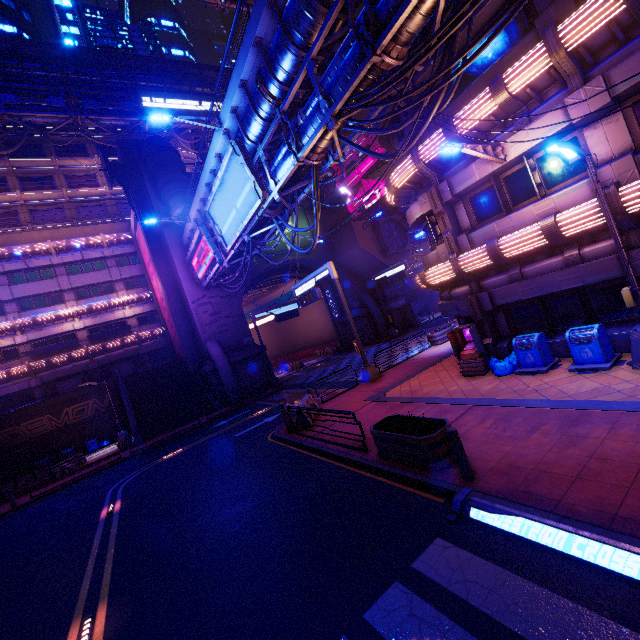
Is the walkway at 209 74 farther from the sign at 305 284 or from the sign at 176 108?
the sign at 305 284

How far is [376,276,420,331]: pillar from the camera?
37.9m

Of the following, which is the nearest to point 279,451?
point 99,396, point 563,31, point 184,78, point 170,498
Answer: point 170,498

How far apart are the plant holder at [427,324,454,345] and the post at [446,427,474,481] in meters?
15.8

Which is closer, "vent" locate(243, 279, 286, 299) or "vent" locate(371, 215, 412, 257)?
"vent" locate(371, 215, 412, 257)

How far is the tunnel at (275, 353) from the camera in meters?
41.7 m

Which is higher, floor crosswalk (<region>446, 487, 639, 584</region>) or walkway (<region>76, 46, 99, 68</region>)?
walkway (<region>76, 46, 99, 68</region>)

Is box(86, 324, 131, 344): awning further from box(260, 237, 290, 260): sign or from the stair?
box(260, 237, 290, 260): sign
